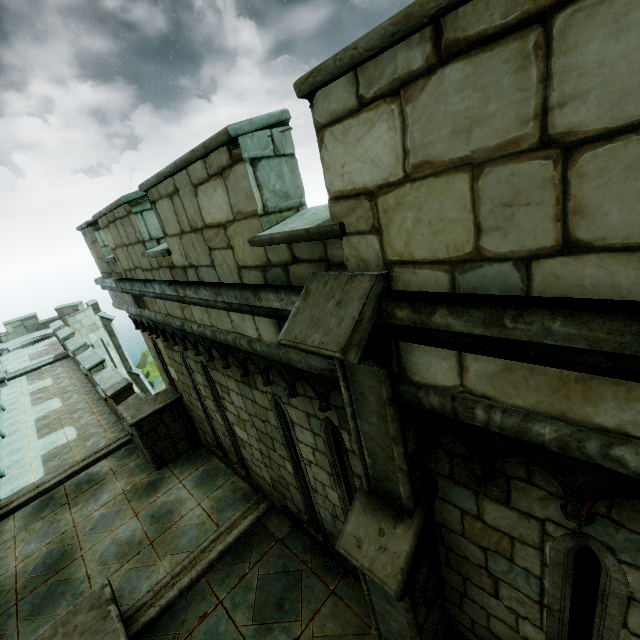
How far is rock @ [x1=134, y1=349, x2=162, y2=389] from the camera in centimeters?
3516cm

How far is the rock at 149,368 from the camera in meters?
35.2 m

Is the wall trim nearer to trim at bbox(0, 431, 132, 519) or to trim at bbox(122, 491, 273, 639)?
trim at bbox(122, 491, 273, 639)

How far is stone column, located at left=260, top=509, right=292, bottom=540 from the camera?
5.73m

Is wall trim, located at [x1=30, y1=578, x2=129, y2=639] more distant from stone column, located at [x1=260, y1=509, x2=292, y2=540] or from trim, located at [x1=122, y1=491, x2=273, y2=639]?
stone column, located at [x1=260, y1=509, x2=292, y2=540]

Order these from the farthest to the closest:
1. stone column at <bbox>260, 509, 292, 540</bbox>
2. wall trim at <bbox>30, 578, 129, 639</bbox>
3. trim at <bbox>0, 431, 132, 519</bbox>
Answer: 1. trim at <bbox>0, 431, 132, 519</bbox>
2. stone column at <bbox>260, 509, 292, 540</bbox>
3. wall trim at <bbox>30, 578, 129, 639</bbox>

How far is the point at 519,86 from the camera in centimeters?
117cm

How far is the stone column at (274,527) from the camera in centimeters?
A: 573cm
